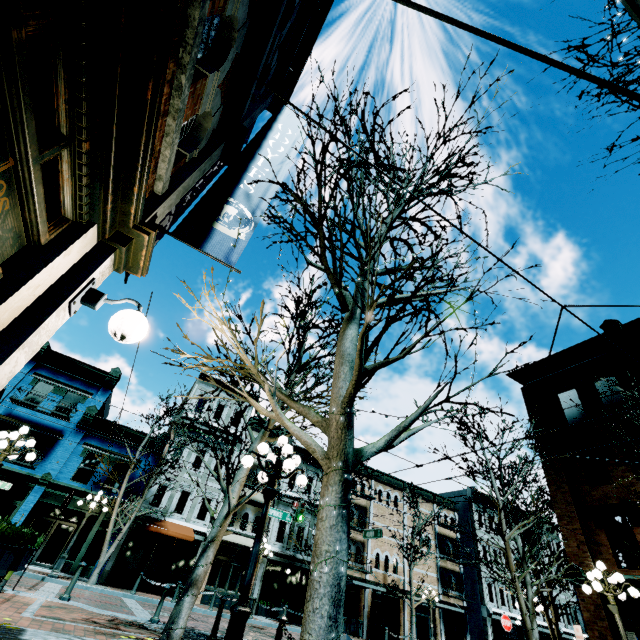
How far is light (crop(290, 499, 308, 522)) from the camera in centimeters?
1634cm

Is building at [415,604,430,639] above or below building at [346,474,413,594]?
below

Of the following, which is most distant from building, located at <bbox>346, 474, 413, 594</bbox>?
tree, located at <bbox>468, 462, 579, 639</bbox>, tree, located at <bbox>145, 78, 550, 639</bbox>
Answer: tree, located at <bbox>145, 78, 550, 639</bbox>

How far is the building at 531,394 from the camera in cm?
1847

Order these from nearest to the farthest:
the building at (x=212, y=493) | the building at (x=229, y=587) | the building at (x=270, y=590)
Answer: the building at (x=229, y=587) → the building at (x=270, y=590) → the building at (x=212, y=493)

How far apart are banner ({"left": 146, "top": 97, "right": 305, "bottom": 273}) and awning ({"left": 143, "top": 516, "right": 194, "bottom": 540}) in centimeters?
2201cm

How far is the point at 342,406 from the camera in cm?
362

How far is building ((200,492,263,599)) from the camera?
20.9 meters
